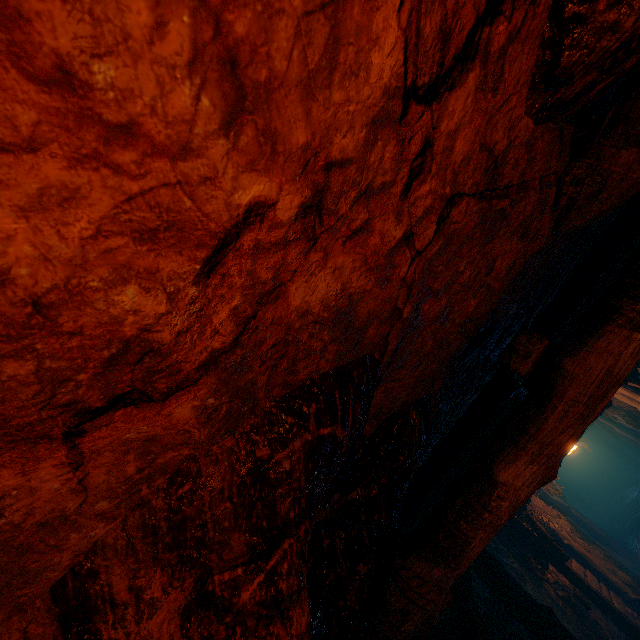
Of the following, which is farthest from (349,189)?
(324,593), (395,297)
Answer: (324,593)
